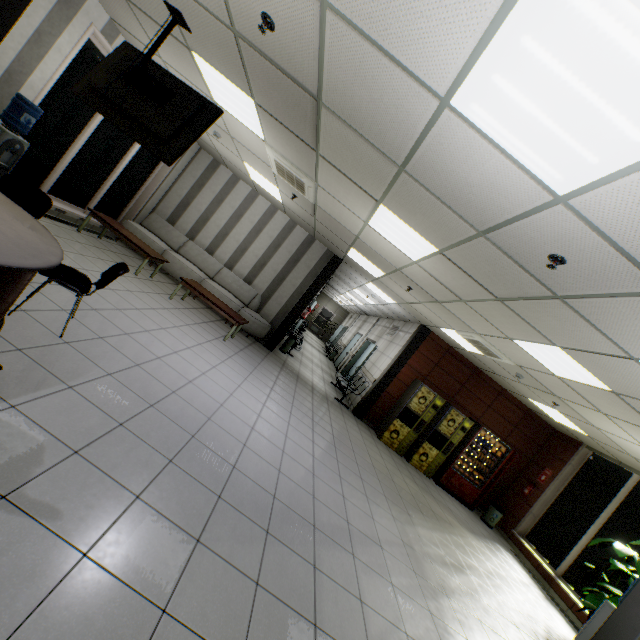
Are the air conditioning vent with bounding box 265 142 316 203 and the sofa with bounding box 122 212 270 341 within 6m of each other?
yes

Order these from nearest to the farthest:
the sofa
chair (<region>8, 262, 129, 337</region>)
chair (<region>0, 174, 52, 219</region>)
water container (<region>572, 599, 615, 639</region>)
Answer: chair (<region>8, 262, 129, 337</region>)
chair (<region>0, 174, 52, 219</region>)
water container (<region>572, 599, 615, 639</region>)
the sofa

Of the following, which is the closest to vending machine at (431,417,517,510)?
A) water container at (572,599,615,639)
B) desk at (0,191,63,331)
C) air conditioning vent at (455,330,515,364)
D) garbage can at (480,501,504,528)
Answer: garbage can at (480,501,504,528)

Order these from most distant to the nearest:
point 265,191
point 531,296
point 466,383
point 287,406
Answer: point 466,383, point 265,191, point 287,406, point 531,296

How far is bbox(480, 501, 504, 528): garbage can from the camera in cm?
848

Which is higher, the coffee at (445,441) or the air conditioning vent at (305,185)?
the air conditioning vent at (305,185)

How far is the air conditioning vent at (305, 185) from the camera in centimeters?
502cm

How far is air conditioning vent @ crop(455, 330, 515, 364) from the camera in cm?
625
